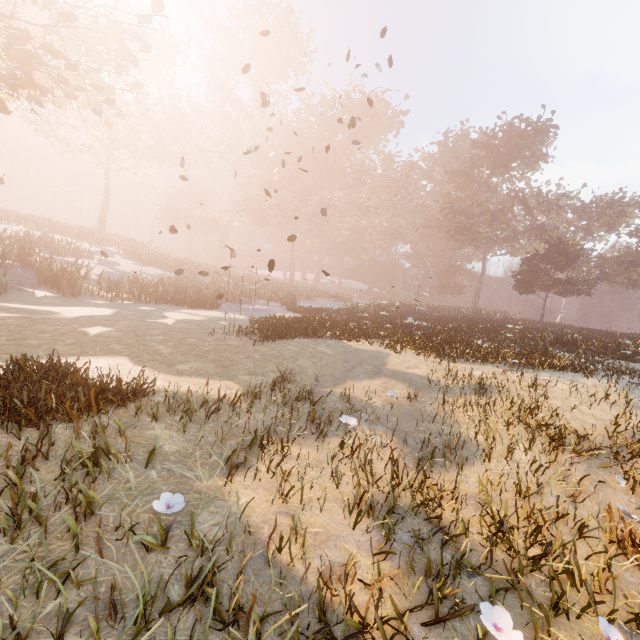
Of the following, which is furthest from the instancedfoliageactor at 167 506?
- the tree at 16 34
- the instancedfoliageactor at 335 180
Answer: the tree at 16 34

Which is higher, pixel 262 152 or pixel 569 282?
pixel 262 152

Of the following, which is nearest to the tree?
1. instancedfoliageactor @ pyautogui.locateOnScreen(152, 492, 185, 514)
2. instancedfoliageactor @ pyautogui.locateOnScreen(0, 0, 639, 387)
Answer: instancedfoliageactor @ pyautogui.locateOnScreen(152, 492, 185, 514)

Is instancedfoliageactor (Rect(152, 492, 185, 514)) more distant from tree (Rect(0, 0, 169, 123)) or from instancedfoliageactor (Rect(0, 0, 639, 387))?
→ tree (Rect(0, 0, 169, 123))

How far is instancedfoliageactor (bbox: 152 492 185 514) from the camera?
2.6 meters

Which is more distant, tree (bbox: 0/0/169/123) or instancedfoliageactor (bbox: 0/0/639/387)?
instancedfoliageactor (bbox: 0/0/639/387)

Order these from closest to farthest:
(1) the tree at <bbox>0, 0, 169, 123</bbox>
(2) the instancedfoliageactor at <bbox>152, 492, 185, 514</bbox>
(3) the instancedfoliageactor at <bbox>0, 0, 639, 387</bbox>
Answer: (2) the instancedfoliageactor at <bbox>152, 492, 185, 514</bbox>, (1) the tree at <bbox>0, 0, 169, 123</bbox>, (3) the instancedfoliageactor at <bbox>0, 0, 639, 387</bbox>

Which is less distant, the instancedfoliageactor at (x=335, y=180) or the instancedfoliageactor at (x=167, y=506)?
the instancedfoliageactor at (x=167, y=506)
